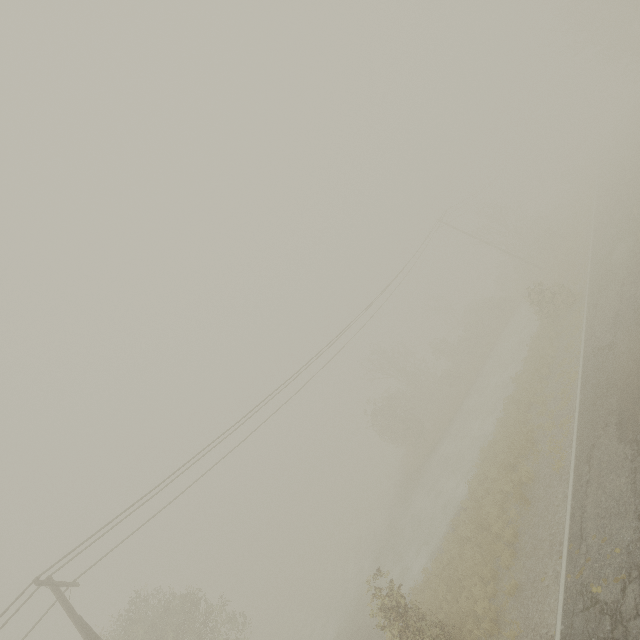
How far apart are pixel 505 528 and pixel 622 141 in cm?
4929
